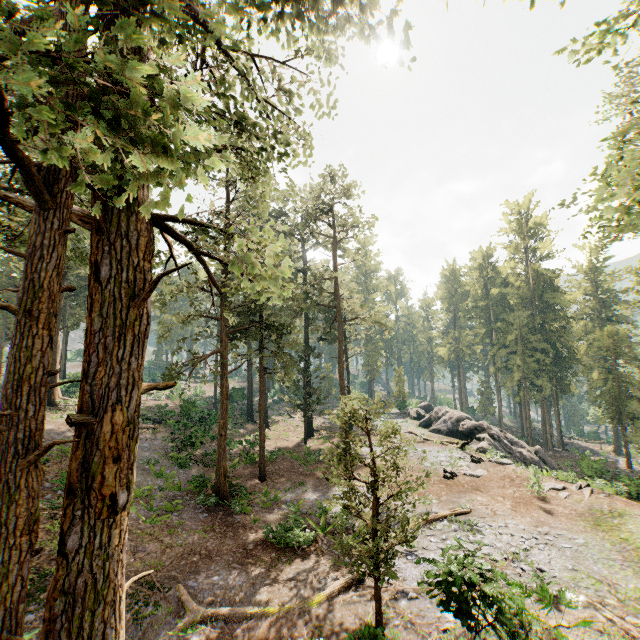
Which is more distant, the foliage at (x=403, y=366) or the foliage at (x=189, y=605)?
the foliage at (x=403, y=366)

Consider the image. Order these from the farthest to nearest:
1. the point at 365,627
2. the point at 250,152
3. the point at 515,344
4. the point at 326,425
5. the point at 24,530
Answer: the point at 515,344, the point at 326,425, the point at 365,627, the point at 250,152, the point at 24,530

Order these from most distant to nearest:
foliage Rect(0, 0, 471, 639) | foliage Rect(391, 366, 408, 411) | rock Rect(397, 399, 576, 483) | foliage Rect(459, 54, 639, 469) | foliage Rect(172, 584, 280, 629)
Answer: foliage Rect(391, 366, 408, 411)
rock Rect(397, 399, 576, 483)
foliage Rect(172, 584, 280, 629)
foliage Rect(459, 54, 639, 469)
foliage Rect(0, 0, 471, 639)

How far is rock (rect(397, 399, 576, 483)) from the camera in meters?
28.7

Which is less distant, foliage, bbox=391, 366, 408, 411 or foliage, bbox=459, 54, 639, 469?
foliage, bbox=459, 54, 639, 469
